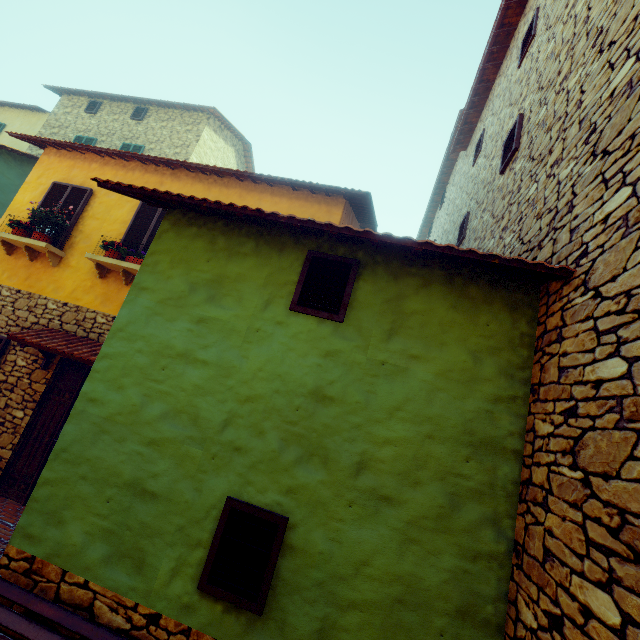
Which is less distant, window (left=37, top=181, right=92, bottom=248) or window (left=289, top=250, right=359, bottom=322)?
window (left=289, top=250, right=359, bottom=322)

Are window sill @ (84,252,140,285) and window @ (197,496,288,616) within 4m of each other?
no

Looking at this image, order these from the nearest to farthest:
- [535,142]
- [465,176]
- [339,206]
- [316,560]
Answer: [316,560]
[535,142]
[339,206]
[465,176]

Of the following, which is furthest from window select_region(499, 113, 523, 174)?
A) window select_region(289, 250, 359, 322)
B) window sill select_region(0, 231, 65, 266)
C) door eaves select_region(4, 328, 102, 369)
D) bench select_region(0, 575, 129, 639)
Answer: bench select_region(0, 575, 129, 639)

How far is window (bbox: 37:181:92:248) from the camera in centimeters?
723cm

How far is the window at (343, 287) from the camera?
3.25m

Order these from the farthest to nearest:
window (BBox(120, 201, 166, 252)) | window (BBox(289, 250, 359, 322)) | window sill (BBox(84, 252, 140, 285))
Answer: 1. window (BBox(120, 201, 166, 252))
2. window sill (BBox(84, 252, 140, 285))
3. window (BBox(289, 250, 359, 322))

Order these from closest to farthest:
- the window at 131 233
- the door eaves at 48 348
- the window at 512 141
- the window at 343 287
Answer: the window at 343 287, the window at 512 141, the door eaves at 48 348, the window at 131 233
